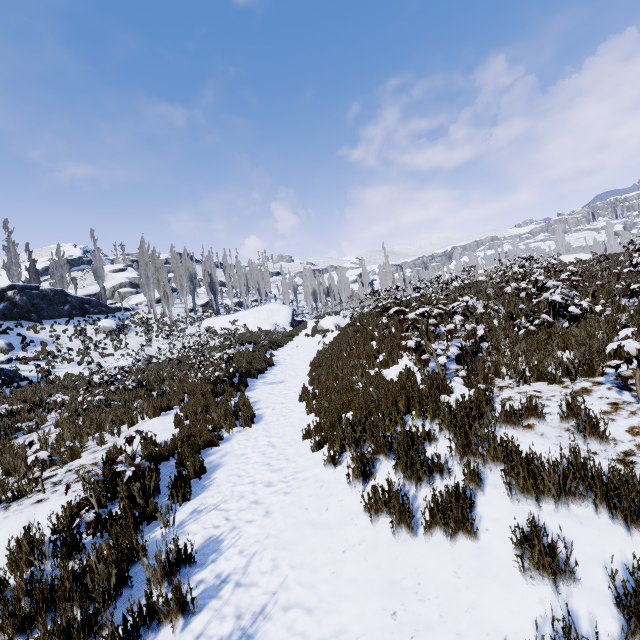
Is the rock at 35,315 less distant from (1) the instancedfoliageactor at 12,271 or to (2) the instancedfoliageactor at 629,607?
(1) the instancedfoliageactor at 12,271

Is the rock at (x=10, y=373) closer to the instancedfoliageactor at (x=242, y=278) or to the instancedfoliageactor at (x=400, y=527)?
the instancedfoliageactor at (x=242, y=278)

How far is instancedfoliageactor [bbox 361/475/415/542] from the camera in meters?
3.1 m

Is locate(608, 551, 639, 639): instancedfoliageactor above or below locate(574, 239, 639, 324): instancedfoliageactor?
below

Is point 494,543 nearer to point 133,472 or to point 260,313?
point 133,472

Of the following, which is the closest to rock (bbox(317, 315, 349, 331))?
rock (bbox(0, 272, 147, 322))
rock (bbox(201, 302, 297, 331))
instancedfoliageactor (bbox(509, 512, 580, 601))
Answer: rock (bbox(201, 302, 297, 331))

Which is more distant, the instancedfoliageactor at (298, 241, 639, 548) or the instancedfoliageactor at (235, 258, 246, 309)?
the instancedfoliageactor at (235, 258, 246, 309)

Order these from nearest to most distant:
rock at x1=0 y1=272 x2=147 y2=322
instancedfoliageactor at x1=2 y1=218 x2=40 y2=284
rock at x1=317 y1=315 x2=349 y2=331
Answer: rock at x1=317 y1=315 x2=349 y2=331, rock at x1=0 y1=272 x2=147 y2=322, instancedfoliageactor at x1=2 y1=218 x2=40 y2=284
